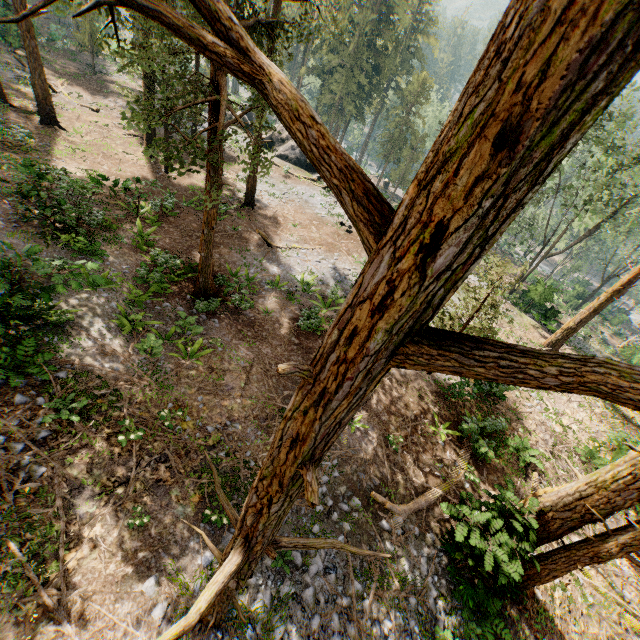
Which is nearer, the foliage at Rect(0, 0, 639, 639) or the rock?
the foliage at Rect(0, 0, 639, 639)

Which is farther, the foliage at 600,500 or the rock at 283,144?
the rock at 283,144

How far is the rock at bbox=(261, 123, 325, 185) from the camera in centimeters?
3466cm

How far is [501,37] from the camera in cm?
83

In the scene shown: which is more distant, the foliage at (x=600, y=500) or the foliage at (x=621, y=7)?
the foliage at (x=600, y=500)

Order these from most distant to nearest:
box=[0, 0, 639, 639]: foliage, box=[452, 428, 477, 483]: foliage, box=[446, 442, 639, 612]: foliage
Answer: box=[452, 428, 477, 483]: foliage → box=[446, 442, 639, 612]: foliage → box=[0, 0, 639, 639]: foliage

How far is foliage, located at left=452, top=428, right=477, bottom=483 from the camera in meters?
12.6
